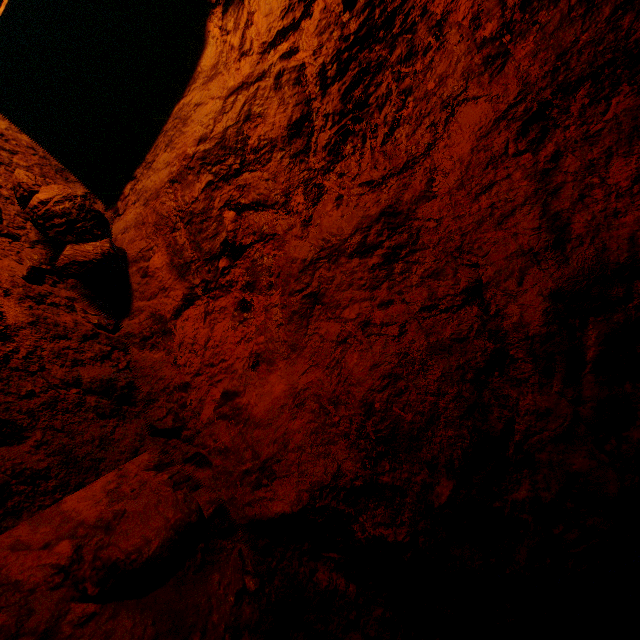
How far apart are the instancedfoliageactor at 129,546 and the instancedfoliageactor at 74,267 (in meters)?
1.13

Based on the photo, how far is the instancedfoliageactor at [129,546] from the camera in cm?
63

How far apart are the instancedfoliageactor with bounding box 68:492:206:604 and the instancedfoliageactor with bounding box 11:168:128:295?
1.1 meters

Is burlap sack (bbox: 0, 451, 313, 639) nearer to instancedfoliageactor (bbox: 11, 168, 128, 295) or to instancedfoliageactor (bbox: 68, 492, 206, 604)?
instancedfoliageactor (bbox: 68, 492, 206, 604)

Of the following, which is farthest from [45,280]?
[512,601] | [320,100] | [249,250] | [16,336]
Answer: [512,601]

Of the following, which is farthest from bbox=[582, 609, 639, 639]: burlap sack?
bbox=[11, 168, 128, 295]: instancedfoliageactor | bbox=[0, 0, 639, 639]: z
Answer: bbox=[11, 168, 128, 295]: instancedfoliageactor

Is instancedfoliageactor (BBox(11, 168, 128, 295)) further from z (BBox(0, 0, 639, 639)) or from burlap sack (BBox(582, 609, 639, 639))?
burlap sack (BBox(582, 609, 639, 639))
